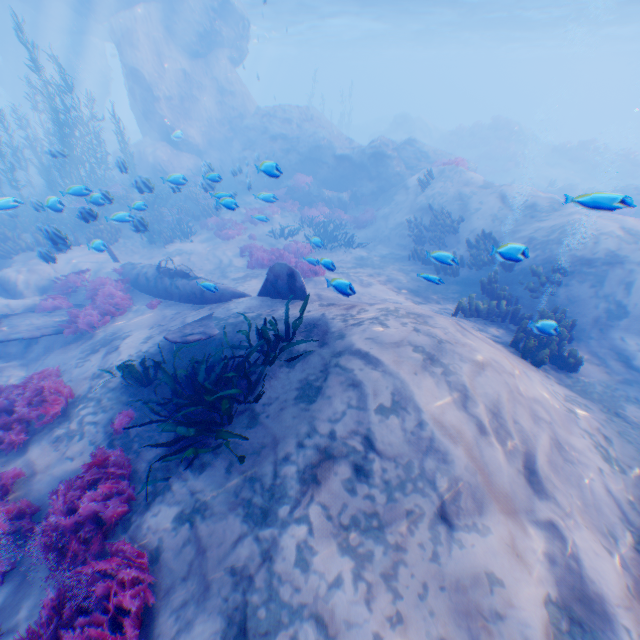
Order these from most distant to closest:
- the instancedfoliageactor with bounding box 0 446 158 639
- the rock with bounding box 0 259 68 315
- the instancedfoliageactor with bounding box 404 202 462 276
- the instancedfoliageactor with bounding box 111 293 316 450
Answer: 1. the rock with bounding box 0 259 68 315
2. the instancedfoliageactor with bounding box 404 202 462 276
3. the instancedfoliageactor with bounding box 111 293 316 450
4. the instancedfoliageactor with bounding box 0 446 158 639

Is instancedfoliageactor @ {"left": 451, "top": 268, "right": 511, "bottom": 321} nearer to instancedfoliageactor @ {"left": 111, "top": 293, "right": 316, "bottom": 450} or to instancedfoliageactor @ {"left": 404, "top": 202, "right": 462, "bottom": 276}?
instancedfoliageactor @ {"left": 404, "top": 202, "right": 462, "bottom": 276}

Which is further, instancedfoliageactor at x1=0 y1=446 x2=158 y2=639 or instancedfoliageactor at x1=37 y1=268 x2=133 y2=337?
instancedfoliageactor at x1=37 y1=268 x2=133 y2=337

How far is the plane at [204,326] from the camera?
7.0 meters

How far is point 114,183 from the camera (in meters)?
22.30

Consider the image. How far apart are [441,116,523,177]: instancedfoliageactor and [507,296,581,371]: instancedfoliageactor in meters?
32.3 m

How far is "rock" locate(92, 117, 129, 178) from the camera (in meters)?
11.84

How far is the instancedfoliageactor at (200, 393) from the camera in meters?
4.4
